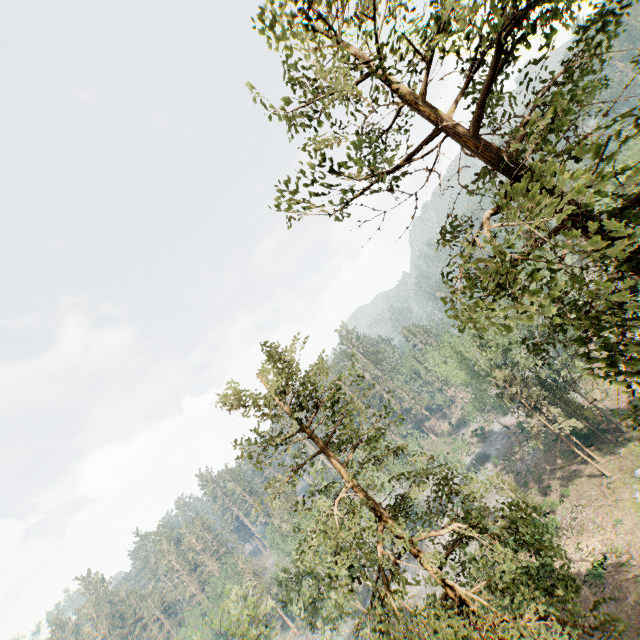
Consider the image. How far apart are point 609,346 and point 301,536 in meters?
51.9 m

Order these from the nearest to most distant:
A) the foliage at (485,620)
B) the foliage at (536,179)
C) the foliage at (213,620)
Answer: the foliage at (536,179)
the foliage at (485,620)
the foliage at (213,620)

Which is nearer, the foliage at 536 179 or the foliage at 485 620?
the foliage at 536 179

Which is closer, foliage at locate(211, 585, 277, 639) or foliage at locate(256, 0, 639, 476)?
foliage at locate(256, 0, 639, 476)

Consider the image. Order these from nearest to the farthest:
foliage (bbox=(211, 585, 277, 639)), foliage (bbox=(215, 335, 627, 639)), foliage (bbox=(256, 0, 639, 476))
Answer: foliage (bbox=(256, 0, 639, 476))
foliage (bbox=(215, 335, 627, 639))
foliage (bbox=(211, 585, 277, 639))
